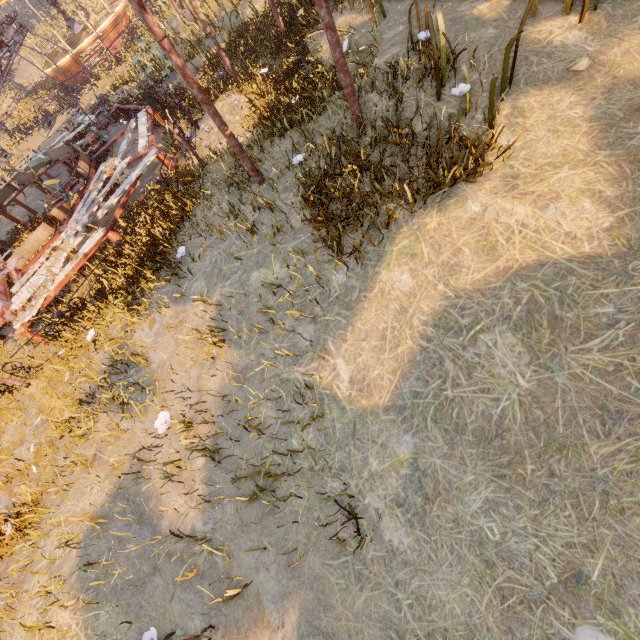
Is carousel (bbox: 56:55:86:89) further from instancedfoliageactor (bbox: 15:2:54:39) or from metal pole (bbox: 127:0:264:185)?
metal pole (bbox: 127:0:264:185)

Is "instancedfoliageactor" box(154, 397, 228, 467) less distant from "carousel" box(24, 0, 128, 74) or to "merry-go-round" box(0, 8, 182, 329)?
"merry-go-round" box(0, 8, 182, 329)

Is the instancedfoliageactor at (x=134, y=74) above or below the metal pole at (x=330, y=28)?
below

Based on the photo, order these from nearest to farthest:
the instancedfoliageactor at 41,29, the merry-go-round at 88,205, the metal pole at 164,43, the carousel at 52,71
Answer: the metal pole at 164,43
the merry-go-round at 88,205
the carousel at 52,71
the instancedfoliageactor at 41,29

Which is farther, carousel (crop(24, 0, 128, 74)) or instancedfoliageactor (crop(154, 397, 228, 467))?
carousel (crop(24, 0, 128, 74))

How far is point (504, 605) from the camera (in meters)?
2.52

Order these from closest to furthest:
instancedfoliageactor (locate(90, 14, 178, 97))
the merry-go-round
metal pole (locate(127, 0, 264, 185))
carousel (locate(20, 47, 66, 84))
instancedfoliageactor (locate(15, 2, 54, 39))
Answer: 1. metal pole (locate(127, 0, 264, 185))
2. the merry-go-round
3. instancedfoliageactor (locate(90, 14, 178, 97))
4. carousel (locate(20, 47, 66, 84))
5. instancedfoliageactor (locate(15, 2, 54, 39))

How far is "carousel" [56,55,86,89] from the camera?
21.1 meters
